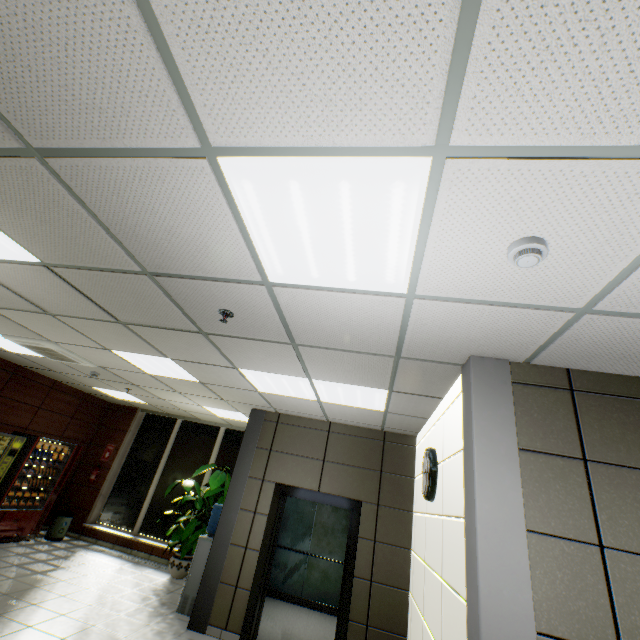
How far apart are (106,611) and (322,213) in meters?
6.5

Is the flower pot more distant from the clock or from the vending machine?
the clock

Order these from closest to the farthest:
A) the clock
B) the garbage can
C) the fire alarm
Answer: the fire alarm, the clock, the garbage can

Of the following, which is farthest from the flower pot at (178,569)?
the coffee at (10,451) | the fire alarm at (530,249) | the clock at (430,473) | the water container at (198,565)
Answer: the fire alarm at (530,249)

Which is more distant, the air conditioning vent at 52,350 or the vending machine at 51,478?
the vending machine at 51,478

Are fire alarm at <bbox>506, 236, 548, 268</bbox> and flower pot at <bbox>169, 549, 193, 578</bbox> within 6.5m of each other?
no

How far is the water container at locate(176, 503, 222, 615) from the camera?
5.2m

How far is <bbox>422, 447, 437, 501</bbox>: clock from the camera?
3.5m
